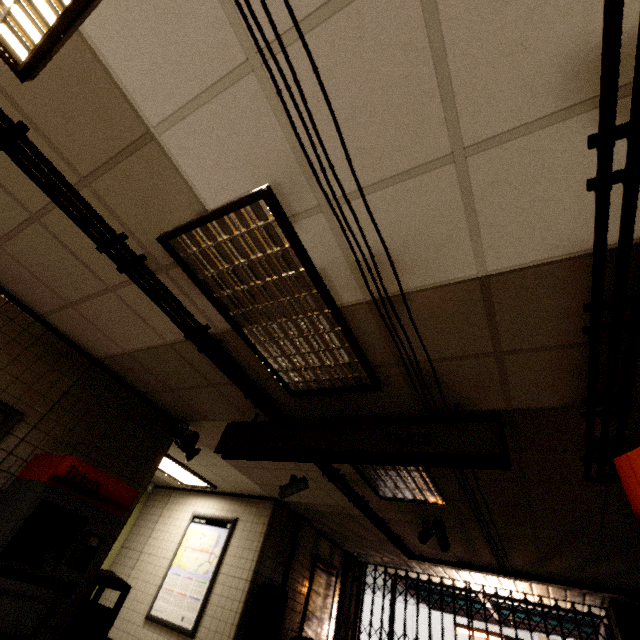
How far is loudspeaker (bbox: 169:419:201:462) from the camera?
4.53m

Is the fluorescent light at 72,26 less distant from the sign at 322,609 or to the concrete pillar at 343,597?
the sign at 322,609

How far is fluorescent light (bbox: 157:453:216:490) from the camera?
6.3m

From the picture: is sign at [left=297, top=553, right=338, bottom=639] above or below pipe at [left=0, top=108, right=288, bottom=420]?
below

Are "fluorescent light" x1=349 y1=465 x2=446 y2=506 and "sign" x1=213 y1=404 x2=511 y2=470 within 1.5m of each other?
yes

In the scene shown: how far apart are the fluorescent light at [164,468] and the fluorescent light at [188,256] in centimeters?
398cm

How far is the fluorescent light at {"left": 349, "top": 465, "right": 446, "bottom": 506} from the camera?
4.1 meters

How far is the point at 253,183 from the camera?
1.9 meters
